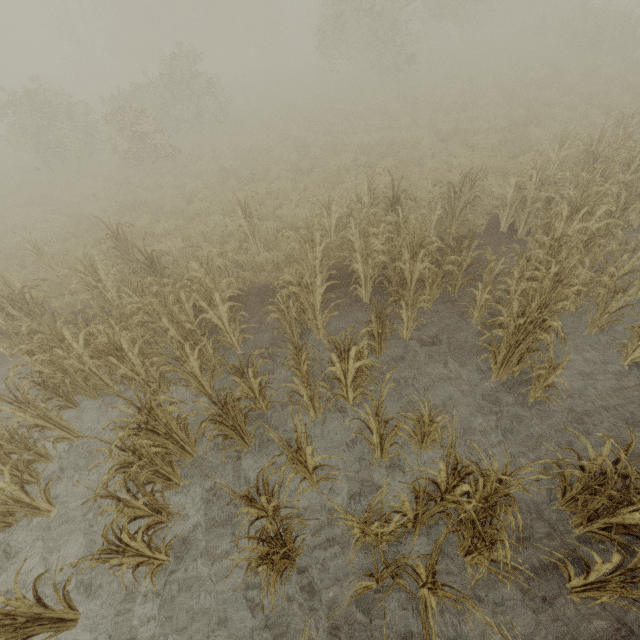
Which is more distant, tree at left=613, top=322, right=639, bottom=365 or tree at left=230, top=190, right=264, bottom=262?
tree at left=230, top=190, right=264, bottom=262

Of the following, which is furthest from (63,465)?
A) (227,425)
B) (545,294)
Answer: (545,294)

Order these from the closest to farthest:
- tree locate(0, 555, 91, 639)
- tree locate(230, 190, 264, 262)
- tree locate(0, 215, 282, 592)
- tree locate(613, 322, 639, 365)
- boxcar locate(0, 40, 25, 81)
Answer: tree locate(0, 555, 91, 639) < tree locate(0, 215, 282, 592) < tree locate(613, 322, 639, 365) < tree locate(230, 190, 264, 262) < boxcar locate(0, 40, 25, 81)

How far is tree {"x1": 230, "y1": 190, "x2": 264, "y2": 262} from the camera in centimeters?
737cm

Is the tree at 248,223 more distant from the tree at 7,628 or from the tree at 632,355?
the tree at 632,355

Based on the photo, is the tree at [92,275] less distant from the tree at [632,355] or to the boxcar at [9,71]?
the tree at [632,355]

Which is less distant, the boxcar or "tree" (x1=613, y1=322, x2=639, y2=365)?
"tree" (x1=613, y1=322, x2=639, y2=365)

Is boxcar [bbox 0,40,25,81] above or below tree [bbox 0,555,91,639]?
above
